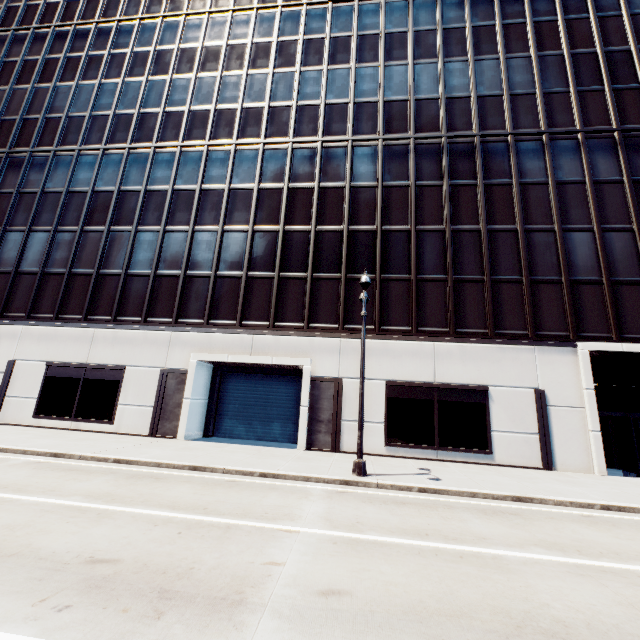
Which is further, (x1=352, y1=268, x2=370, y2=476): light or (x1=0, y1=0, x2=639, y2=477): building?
(x1=0, y1=0, x2=639, y2=477): building

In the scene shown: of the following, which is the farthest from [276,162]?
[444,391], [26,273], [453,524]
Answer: [453,524]

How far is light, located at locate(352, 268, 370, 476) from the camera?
11.2 meters

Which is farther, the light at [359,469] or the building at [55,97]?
the building at [55,97]

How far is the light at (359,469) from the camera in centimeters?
1117cm
